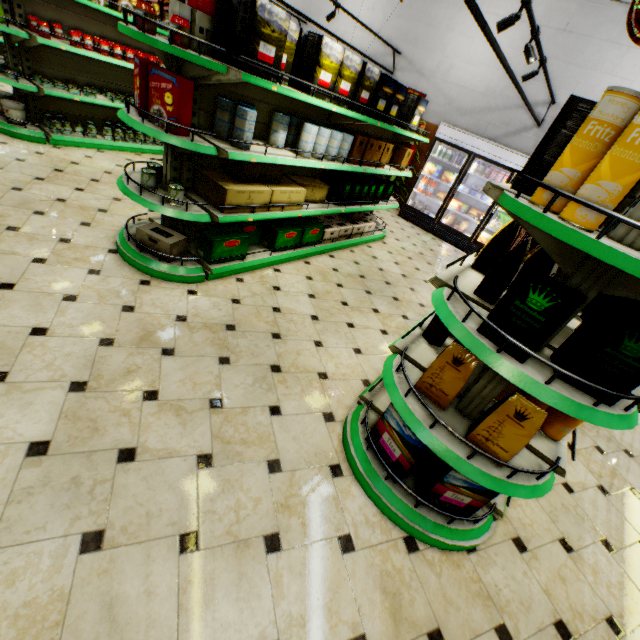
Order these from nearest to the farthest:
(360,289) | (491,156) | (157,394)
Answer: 1. (157,394)
2. (360,289)
3. (491,156)

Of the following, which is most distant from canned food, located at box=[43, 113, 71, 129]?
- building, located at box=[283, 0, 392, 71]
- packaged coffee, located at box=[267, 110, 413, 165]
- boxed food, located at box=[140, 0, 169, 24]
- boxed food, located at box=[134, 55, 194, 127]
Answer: packaged coffee, located at box=[267, 110, 413, 165]

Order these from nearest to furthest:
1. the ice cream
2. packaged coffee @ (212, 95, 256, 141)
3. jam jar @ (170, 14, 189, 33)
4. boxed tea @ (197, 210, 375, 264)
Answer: jam jar @ (170, 14, 189, 33) < packaged coffee @ (212, 95, 256, 141) < boxed tea @ (197, 210, 375, 264) < the ice cream

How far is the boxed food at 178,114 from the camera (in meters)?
2.49

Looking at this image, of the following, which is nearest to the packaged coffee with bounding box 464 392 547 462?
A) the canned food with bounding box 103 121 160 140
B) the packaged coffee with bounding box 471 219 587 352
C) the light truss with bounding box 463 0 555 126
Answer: the packaged coffee with bounding box 471 219 587 352

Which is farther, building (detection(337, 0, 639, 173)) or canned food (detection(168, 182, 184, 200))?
building (detection(337, 0, 639, 173))

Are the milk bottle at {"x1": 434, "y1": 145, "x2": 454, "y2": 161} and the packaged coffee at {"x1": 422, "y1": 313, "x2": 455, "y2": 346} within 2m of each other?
no

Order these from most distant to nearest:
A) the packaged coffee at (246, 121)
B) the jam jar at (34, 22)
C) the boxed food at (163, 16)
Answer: the boxed food at (163, 16) < the jam jar at (34, 22) < the packaged coffee at (246, 121)
